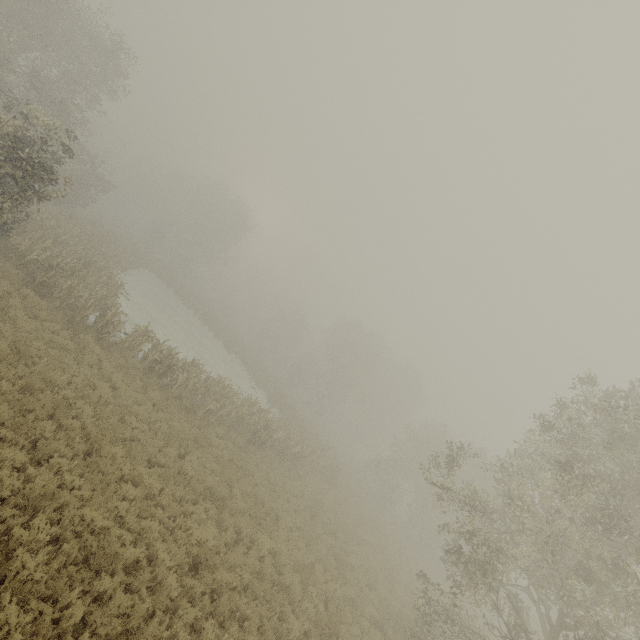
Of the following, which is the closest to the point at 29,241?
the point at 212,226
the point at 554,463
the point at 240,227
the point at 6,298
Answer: the point at 6,298
